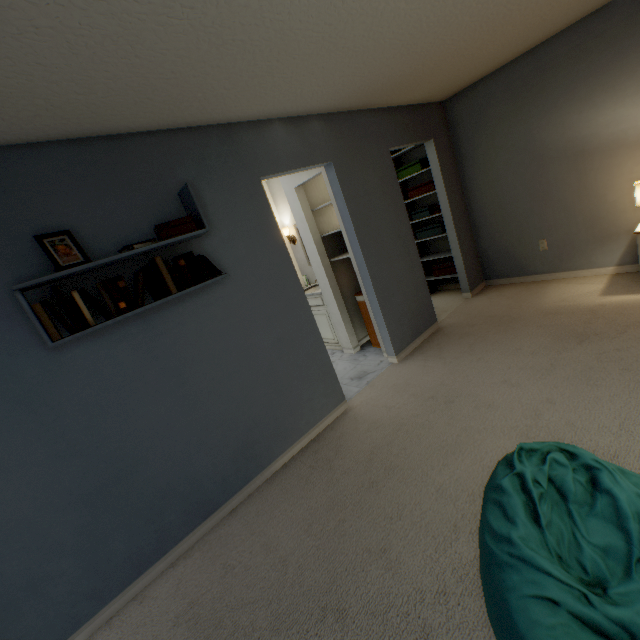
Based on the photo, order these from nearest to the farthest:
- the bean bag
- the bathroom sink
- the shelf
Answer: the bean bag, the shelf, the bathroom sink

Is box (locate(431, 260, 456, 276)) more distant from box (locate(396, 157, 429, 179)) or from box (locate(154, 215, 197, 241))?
box (locate(154, 215, 197, 241))

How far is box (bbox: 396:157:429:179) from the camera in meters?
4.3 m

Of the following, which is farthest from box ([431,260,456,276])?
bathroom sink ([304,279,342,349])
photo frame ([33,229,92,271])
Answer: photo frame ([33,229,92,271])

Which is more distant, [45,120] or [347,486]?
[347,486]

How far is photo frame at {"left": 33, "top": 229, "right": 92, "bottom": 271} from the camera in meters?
1.6

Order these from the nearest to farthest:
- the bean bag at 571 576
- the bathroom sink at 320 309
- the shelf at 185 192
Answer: the bean bag at 571 576
the shelf at 185 192
the bathroom sink at 320 309

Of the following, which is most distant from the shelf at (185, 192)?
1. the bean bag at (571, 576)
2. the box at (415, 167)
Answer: the box at (415, 167)
